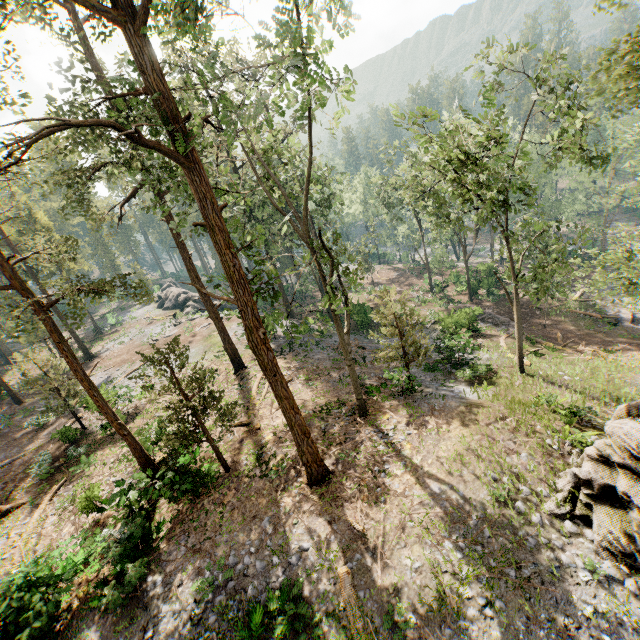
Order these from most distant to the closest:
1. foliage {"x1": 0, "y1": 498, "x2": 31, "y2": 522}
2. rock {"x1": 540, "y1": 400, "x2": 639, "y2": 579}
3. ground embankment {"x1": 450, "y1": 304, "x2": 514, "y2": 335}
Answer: ground embankment {"x1": 450, "y1": 304, "x2": 514, "y2": 335}, foliage {"x1": 0, "y1": 498, "x2": 31, "y2": 522}, rock {"x1": 540, "y1": 400, "x2": 639, "y2": 579}

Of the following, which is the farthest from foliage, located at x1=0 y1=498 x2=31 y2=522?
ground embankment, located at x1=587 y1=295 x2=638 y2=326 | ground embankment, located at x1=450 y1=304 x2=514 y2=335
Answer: ground embankment, located at x1=450 y1=304 x2=514 y2=335

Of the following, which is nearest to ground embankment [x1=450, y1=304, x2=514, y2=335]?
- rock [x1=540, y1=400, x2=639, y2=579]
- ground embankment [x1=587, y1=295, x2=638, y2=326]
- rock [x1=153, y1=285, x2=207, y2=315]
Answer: ground embankment [x1=587, y1=295, x2=638, y2=326]

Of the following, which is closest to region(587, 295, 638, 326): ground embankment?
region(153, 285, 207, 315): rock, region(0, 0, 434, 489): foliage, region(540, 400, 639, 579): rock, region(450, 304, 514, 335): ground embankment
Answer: region(0, 0, 434, 489): foliage

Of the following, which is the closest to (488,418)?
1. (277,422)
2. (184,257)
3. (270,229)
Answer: (277,422)

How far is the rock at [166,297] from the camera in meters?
46.4 m

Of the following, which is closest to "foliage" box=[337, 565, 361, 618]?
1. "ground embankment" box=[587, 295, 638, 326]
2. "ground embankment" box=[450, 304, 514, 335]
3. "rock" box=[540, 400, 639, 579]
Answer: "rock" box=[540, 400, 639, 579]

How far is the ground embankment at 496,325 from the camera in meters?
29.6
